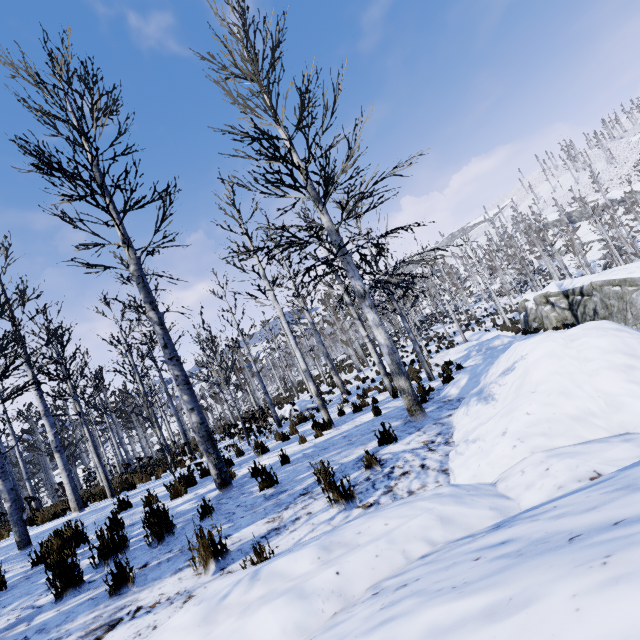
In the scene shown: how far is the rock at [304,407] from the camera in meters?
17.1 m

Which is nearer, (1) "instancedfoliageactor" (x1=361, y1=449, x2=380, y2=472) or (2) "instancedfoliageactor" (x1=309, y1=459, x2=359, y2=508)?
(2) "instancedfoliageactor" (x1=309, y1=459, x2=359, y2=508)

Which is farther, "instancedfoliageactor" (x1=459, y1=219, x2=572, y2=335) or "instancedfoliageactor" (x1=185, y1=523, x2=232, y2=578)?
"instancedfoliageactor" (x1=459, y1=219, x2=572, y2=335)

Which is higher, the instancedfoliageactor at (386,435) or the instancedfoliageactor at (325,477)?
the instancedfoliageactor at (325,477)

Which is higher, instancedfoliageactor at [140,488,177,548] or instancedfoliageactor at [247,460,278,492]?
instancedfoliageactor at [140,488,177,548]

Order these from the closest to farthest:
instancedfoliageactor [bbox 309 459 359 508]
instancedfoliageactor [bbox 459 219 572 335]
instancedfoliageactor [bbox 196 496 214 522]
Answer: instancedfoliageactor [bbox 309 459 359 508], instancedfoliageactor [bbox 196 496 214 522], instancedfoliageactor [bbox 459 219 572 335]

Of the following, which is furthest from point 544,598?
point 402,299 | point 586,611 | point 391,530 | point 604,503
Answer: point 402,299
